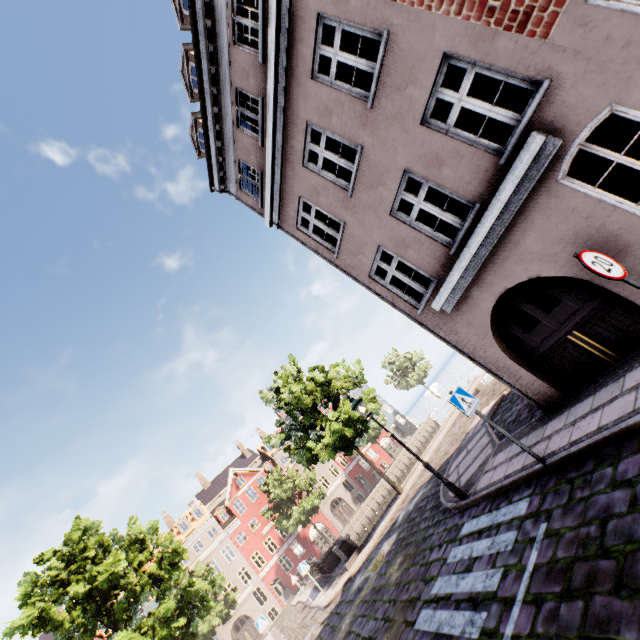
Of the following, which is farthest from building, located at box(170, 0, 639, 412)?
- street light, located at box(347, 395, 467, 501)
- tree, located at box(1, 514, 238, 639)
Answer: tree, located at box(1, 514, 238, 639)

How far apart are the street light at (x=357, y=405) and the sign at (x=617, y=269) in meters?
6.6

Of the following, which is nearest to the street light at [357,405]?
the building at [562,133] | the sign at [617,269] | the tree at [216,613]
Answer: the building at [562,133]

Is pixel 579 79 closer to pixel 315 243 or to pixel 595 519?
pixel 595 519

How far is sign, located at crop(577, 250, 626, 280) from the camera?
3.8 meters

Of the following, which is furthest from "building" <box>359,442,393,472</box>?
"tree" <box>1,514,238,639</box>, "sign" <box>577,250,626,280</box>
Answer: "tree" <box>1,514,238,639</box>

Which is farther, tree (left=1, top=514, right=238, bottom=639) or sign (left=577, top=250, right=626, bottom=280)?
tree (left=1, top=514, right=238, bottom=639)

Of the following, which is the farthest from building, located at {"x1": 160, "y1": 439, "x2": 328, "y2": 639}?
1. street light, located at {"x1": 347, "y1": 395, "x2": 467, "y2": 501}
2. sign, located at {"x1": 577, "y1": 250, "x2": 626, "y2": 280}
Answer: street light, located at {"x1": 347, "y1": 395, "x2": 467, "y2": 501}
